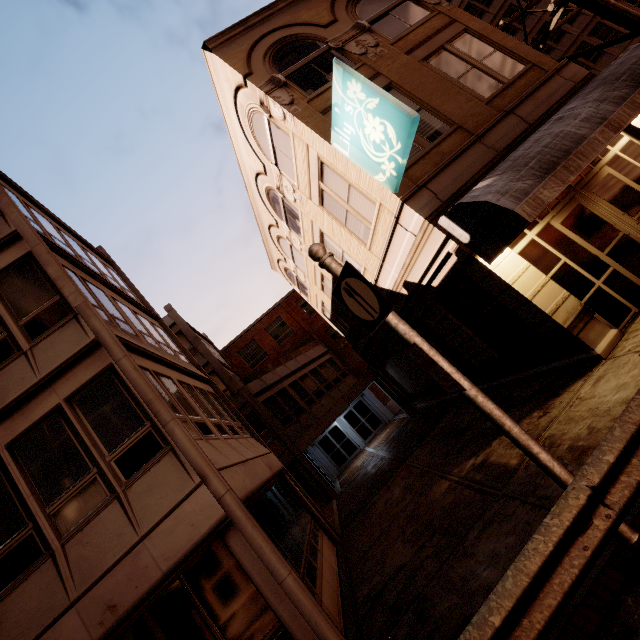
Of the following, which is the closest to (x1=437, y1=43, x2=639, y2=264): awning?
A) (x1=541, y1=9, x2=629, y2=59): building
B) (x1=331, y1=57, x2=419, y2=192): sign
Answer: (x1=331, y1=57, x2=419, y2=192): sign

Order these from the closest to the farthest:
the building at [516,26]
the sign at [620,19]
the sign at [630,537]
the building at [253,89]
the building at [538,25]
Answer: the sign at [630,537] → the building at [253,89] → the sign at [620,19] → the building at [538,25] → the building at [516,26]

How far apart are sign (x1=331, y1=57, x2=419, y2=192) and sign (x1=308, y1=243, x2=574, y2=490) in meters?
3.5 m

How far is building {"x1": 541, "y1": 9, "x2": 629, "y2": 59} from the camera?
26.94m

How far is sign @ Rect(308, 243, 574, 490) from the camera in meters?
3.5

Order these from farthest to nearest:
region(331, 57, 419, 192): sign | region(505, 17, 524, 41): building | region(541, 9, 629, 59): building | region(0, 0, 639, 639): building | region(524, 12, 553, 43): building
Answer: region(505, 17, 524, 41): building → region(524, 12, 553, 43): building → region(541, 9, 629, 59): building → region(331, 57, 419, 192): sign → region(0, 0, 639, 639): building

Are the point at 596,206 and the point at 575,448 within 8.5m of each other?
yes

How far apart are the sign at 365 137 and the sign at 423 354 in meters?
3.5
